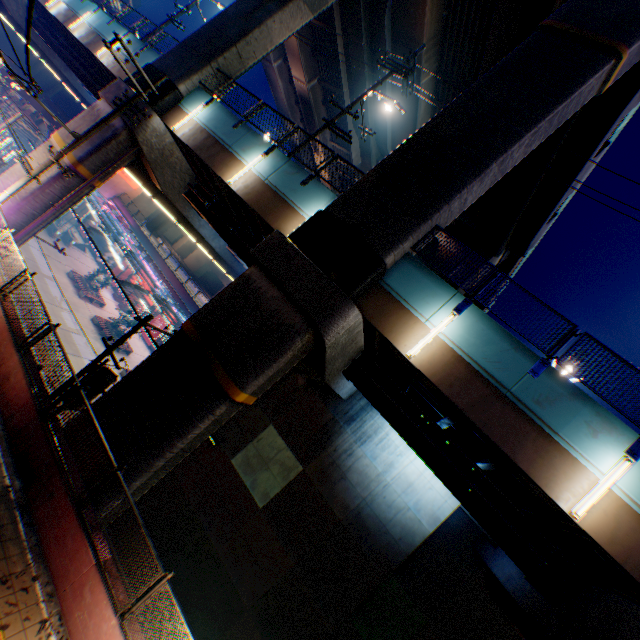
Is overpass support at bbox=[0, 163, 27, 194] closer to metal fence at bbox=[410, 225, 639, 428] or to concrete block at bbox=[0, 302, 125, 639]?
metal fence at bbox=[410, 225, 639, 428]

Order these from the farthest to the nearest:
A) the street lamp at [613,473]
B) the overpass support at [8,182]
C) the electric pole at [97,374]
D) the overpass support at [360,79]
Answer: the overpass support at [360,79] < the overpass support at [8,182] < the electric pole at [97,374] < the street lamp at [613,473]

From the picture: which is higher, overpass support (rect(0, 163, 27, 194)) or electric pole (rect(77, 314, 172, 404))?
overpass support (rect(0, 163, 27, 194))

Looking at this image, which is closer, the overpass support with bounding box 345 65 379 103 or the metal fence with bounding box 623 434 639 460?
the metal fence with bounding box 623 434 639 460

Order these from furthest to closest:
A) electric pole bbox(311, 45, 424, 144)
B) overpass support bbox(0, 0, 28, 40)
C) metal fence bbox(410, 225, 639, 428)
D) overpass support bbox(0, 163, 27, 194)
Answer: overpass support bbox(0, 0, 28, 40) → overpass support bbox(0, 163, 27, 194) → electric pole bbox(311, 45, 424, 144) → metal fence bbox(410, 225, 639, 428)

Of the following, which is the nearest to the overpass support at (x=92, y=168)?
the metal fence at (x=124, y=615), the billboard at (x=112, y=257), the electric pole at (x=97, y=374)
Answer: the metal fence at (x=124, y=615)

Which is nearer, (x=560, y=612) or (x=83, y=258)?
(x=560, y=612)

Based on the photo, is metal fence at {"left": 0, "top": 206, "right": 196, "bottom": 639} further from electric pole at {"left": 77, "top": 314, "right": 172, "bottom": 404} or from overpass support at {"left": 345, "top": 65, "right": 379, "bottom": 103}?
electric pole at {"left": 77, "top": 314, "right": 172, "bottom": 404}
